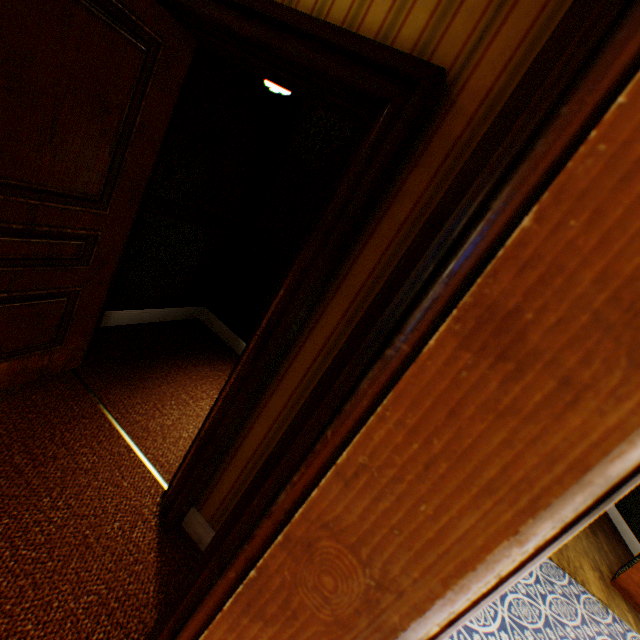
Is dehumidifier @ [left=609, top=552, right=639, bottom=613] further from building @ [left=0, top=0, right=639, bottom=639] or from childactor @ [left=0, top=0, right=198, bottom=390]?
childactor @ [left=0, top=0, right=198, bottom=390]

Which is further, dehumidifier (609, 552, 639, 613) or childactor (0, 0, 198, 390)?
dehumidifier (609, 552, 639, 613)

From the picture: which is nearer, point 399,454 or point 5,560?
point 399,454

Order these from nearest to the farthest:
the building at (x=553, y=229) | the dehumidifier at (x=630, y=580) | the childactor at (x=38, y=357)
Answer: the building at (x=553, y=229) < the childactor at (x=38, y=357) < the dehumidifier at (x=630, y=580)

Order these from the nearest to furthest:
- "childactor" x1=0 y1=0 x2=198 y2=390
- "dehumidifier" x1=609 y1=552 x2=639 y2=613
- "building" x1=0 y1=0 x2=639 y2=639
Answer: "building" x1=0 y1=0 x2=639 y2=639 → "childactor" x1=0 y1=0 x2=198 y2=390 → "dehumidifier" x1=609 y1=552 x2=639 y2=613

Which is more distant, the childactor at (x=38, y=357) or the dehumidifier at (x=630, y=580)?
the dehumidifier at (x=630, y=580)

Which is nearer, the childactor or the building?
the building
